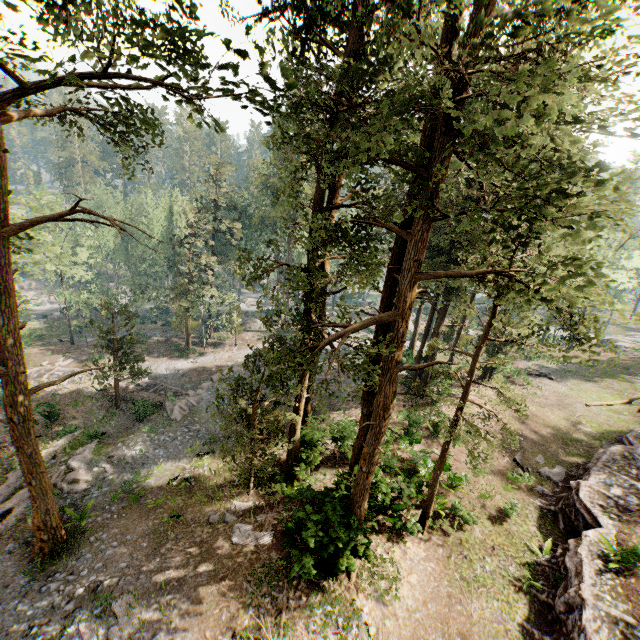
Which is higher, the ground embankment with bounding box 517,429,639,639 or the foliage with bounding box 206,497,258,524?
the ground embankment with bounding box 517,429,639,639

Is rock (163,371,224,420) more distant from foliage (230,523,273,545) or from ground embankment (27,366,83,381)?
foliage (230,523,273,545)

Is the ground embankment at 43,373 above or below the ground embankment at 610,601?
below

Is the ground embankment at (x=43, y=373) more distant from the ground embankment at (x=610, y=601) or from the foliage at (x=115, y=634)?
the ground embankment at (x=610, y=601)

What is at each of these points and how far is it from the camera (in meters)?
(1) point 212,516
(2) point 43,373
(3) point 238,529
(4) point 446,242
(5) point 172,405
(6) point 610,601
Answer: (1) foliage, 15.88
(2) ground embankment, 31.89
(3) foliage, 14.88
(4) foliage, 24.91
(5) rock, 25.77
(6) ground embankment, 10.98

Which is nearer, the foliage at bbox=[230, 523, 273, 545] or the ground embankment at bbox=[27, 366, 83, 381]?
the foliage at bbox=[230, 523, 273, 545]

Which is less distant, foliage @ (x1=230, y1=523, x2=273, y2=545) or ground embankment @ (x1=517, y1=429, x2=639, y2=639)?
ground embankment @ (x1=517, y1=429, x2=639, y2=639)
